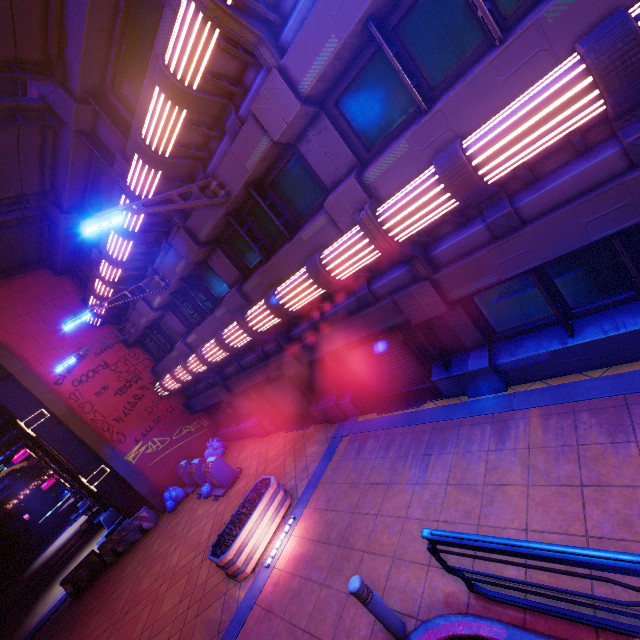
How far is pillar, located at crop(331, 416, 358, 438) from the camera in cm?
976

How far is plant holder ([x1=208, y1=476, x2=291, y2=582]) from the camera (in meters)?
7.36

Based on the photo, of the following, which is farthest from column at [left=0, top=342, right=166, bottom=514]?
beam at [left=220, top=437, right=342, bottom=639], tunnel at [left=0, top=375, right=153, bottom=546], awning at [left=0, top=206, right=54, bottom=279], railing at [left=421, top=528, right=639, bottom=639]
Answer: railing at [left=421, top=528, right=639, bottom=639]

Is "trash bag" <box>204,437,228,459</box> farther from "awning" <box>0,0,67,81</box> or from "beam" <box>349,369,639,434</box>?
"awning" <box>0,0,67,81</box>

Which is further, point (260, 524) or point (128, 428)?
point (128, 428)

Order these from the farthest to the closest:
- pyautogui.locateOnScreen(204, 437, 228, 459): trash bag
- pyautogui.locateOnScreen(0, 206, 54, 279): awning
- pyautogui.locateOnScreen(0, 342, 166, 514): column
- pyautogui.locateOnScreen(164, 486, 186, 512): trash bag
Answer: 1. pyautogui.locateOnScreen(204, 437, 228, 459): trash bag
2. pyautogui.locateOnScreen(164, 486, 186, 512): trash bag
3. pyautogui.locateOnScreen(0, 342, 166, 514): column
4. pyautogui.locateOnScreen(0, 206, 54, 279): awning

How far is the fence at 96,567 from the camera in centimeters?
1361cm

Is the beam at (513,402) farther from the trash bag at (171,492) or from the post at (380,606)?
the trash bag at (171,492)
